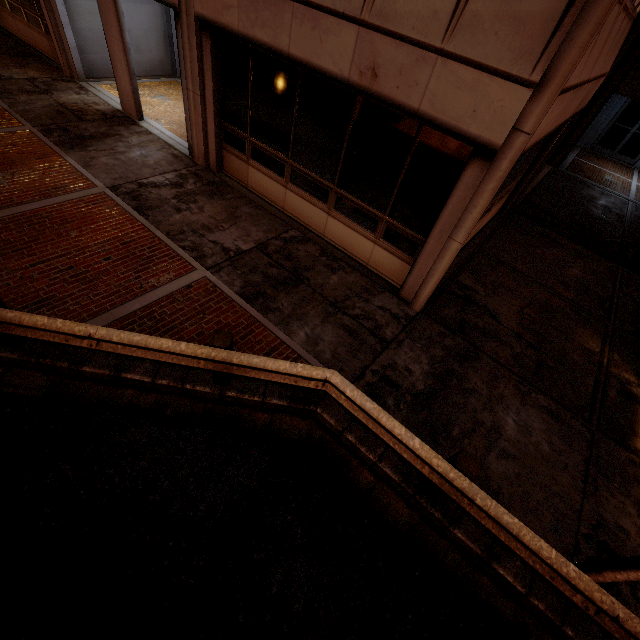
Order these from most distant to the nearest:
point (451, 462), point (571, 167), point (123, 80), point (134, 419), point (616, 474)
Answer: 1. point (571, 167)
2. point (123, 80)
3. point (616, 474)
4. point (134, 419)
5. point (451, 462)

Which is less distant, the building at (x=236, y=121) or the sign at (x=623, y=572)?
the sign at (x=623, y=572)

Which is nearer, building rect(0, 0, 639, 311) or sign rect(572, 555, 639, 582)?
sign rect(572, 555, 639, 582)
